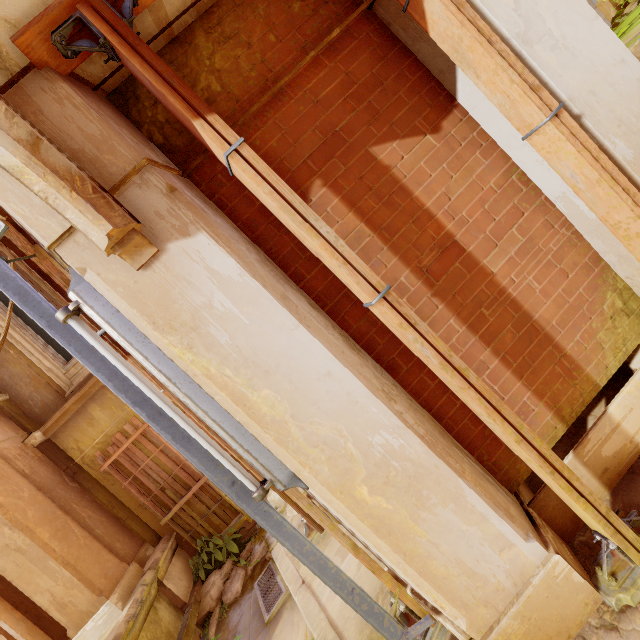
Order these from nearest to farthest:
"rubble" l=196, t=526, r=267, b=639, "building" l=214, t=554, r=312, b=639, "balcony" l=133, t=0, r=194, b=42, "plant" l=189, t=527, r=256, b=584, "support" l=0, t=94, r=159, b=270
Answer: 1. "support" l=0, t=94, r=159, b=270
2. "balcony" l=133, t=0, r=194, b=42
3. "building" l=214, t=554, r=312, b=639
4. "rubble" l=196, t=526, r=267, b=639
5. "plant" l=189, t=527, r=256, b=584

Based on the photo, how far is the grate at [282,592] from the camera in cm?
441

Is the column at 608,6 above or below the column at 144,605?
above

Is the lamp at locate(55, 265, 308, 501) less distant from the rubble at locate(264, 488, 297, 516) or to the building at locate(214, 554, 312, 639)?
the building at locate(214, 554, 312, 639)

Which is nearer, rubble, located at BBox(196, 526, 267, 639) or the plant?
rubble, located at BBox(196, 526, 267, 639)

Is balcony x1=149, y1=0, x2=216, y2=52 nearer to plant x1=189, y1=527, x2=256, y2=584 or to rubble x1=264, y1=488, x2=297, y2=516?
rubble x1=264, y1=488, x2=297, y2=516

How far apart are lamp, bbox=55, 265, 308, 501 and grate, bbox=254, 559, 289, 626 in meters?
3.8

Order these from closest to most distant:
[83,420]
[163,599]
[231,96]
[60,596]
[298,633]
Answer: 1. [231,96]
2. [298,633]
3. [60,596]
4. [163,599]
5. [83,420]
